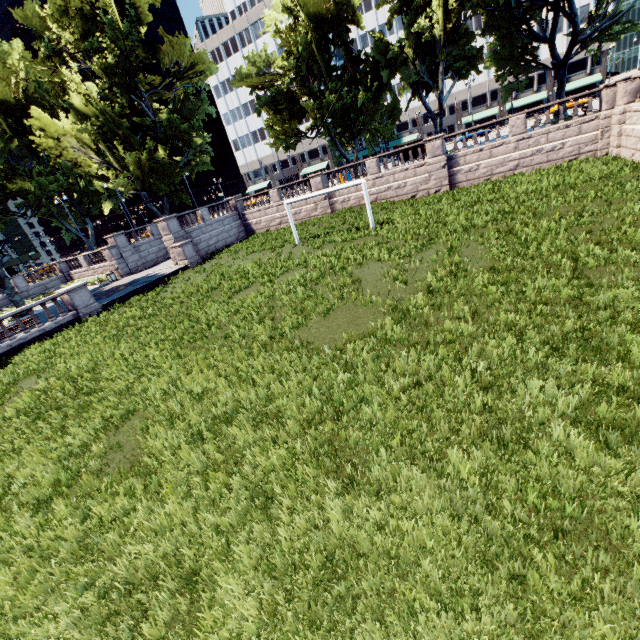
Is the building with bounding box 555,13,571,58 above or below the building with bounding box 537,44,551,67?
above

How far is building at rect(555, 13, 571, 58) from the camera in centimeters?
5625cm

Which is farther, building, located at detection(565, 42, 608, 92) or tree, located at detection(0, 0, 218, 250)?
building, located at detection(565, 42, 608, 92)

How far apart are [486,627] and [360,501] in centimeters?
154cm

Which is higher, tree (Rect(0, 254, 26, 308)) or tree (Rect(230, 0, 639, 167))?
tree (Rect(230, 0, 639, 167))

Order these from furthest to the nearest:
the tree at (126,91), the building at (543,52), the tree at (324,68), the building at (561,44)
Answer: the building at (543,52)
the building at (561,44)
the tree at (126,91)
the tree at (324,68)

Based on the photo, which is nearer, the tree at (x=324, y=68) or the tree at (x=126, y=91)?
the tree at (x=324, y=68)
